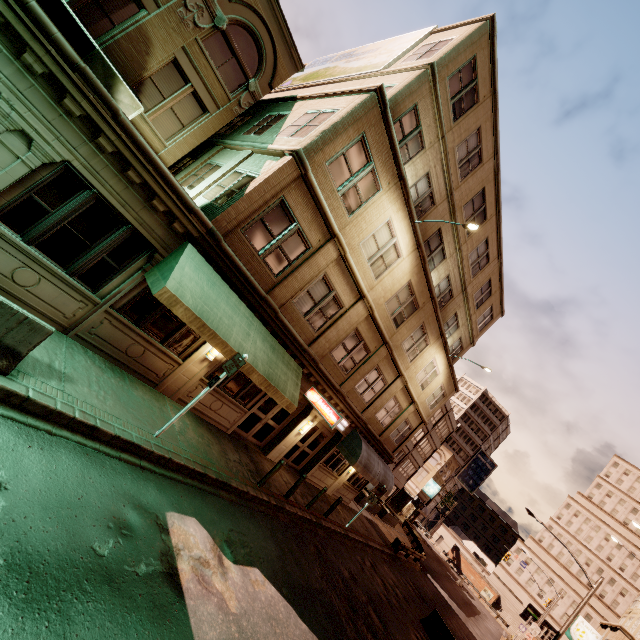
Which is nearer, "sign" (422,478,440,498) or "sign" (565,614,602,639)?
"sign" (565,614,602,639)

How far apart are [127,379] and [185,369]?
1.8 meters

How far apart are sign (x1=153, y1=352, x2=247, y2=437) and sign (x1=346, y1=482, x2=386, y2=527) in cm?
1376

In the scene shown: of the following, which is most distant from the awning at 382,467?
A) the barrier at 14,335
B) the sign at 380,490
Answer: the barrier at 14,335

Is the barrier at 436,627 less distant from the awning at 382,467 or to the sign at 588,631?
the awning at 382,467

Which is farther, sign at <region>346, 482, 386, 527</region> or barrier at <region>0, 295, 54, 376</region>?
sign at <region>346, 482, 386, 527</region>

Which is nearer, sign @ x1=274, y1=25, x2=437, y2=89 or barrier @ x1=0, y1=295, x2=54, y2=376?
barrier @ x1=0, y1=295, x2=54, y2=376

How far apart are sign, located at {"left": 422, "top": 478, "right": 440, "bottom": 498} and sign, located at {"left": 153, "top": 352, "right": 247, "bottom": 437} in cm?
5394
